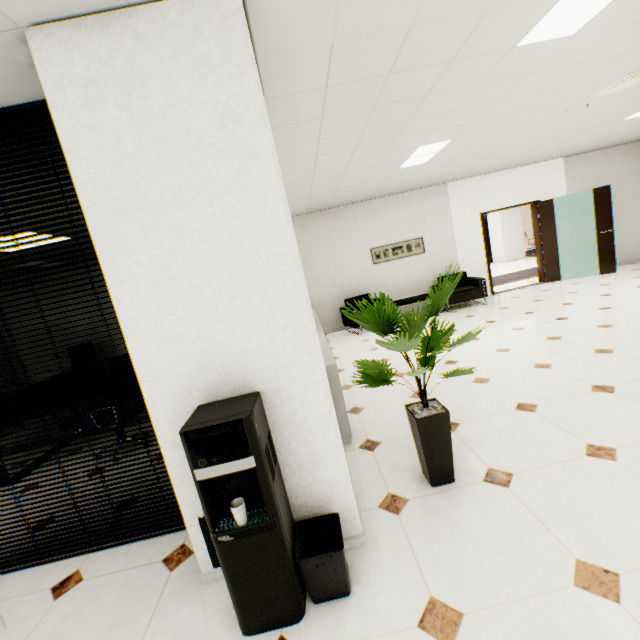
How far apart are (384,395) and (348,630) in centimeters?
254cm

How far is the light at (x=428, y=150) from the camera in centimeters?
458cm

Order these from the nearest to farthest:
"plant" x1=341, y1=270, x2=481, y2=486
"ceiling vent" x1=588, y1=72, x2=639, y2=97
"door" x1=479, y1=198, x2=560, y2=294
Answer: "plant" x1=341, y1=270, x2=481, y2=486 < "ceiling vent" x1=588, y1=72, x2=639, y2=97 < "door" x1=479, y1=198, x2=560, y2=294

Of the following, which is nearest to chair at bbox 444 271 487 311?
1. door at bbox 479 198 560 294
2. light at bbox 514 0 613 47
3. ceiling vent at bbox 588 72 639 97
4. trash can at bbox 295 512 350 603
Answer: door at bbox 479 198 560 294

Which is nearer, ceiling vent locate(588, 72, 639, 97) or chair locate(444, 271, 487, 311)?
ceiling vent locate(588, 72, 639, 97)

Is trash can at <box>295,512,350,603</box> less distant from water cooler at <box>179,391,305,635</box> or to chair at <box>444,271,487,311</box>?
water cooler at <box>179,391,305,635</box>

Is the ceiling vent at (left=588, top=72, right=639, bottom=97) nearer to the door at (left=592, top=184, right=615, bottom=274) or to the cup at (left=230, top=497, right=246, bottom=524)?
the door at (left=592, top=184, right=615, bottom=274)

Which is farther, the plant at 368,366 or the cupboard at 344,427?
the cupboard at 344,427
